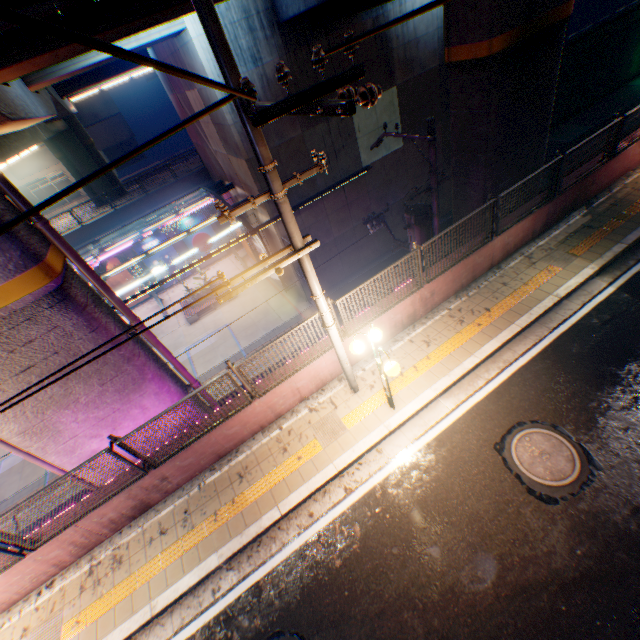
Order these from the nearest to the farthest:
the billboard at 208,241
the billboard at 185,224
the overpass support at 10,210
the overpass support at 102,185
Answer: the overpass support at 10,210 < the billboard at 185,224 < the billboard at 208,241 < the overpass support at 102,185

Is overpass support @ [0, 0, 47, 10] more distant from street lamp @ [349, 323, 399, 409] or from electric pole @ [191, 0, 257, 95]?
street lamp @ [349, 323, 399, 409]

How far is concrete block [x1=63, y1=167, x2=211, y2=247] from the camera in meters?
Answer: 23.2

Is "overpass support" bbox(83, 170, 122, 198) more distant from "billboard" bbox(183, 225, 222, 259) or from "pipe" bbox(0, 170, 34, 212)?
"billboard" bbox(183, 225, 222, 259)

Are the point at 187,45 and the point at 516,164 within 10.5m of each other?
no

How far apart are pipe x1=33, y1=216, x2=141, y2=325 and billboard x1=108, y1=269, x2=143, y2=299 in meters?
20.5

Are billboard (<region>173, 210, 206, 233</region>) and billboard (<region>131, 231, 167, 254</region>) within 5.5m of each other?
yes

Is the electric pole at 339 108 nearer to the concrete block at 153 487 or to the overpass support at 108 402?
the concrete block at 153 487
